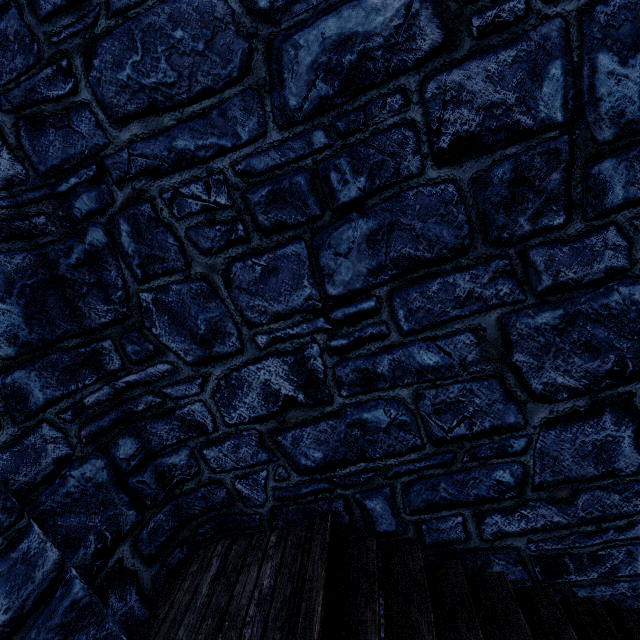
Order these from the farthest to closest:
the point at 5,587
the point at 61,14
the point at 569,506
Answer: the point at 569,506 < the point at 61,14 < the point at 5,587
